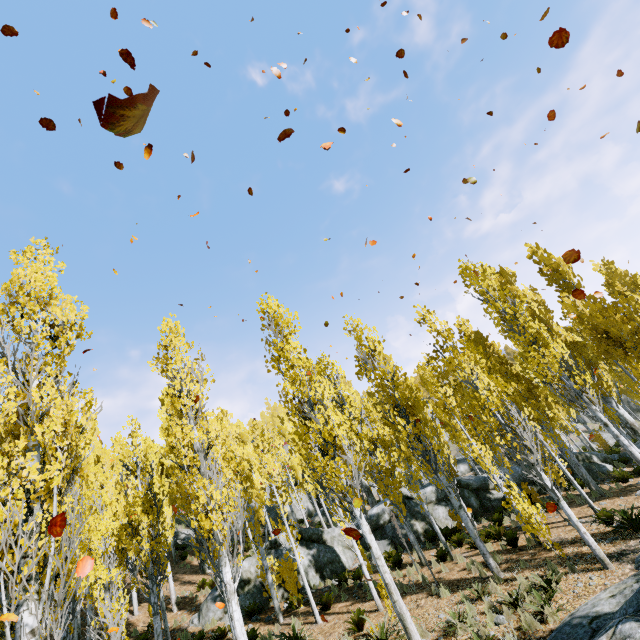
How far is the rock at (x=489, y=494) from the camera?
18.4 meters

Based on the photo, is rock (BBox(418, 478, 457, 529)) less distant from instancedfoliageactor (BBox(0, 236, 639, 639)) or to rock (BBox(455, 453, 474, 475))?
instancedfoliageactor (BBox(0, 236, 639, 639))

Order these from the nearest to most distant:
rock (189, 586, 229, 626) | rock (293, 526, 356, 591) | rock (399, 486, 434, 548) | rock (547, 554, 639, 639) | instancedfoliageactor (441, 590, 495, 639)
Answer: rock (547, 554, 639, 639) < instancedfoliageactor (441, 590, 495, 639) < rock (189, 586, 229, 626) < rock (293, 526, 356, 591) < rock (399, 486, 434, 548)

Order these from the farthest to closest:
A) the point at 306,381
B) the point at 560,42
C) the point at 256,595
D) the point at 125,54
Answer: the point at 256,595 → the point at 306,381 → the point at 560,42 → the point at 125,54

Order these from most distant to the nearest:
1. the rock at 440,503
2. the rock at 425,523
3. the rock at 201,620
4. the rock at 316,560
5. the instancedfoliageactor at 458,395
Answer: the rock at 440,503 < the rock at 425,523 < the rock at 316,560 < the rock at 201,620 < the instancedfoliageactor at 458,395

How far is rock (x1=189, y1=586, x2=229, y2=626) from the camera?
14.8m

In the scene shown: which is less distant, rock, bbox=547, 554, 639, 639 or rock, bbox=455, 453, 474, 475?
rock, bbox=547, 554, 639, 639

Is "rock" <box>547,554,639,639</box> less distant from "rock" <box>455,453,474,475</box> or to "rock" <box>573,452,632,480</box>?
"rock" <box>573,452,632,480</box>
